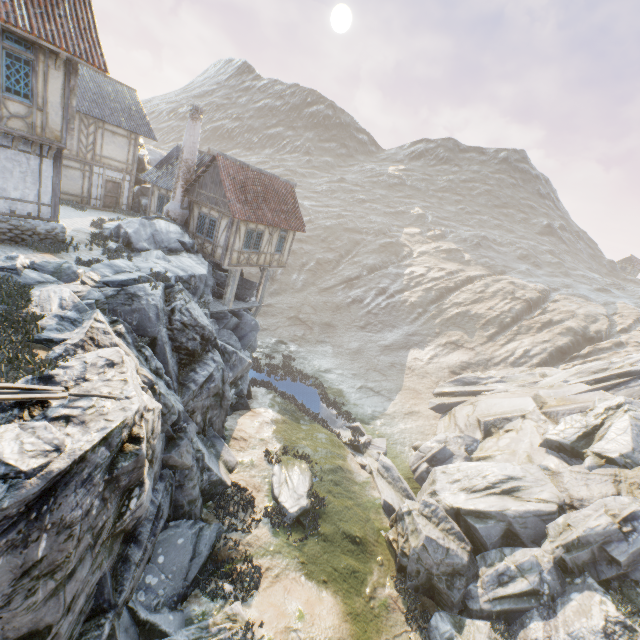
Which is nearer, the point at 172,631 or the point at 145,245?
the point at 172,631

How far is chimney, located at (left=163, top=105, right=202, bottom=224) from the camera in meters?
18.9 m

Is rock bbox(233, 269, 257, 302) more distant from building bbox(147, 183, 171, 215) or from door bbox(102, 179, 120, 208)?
door bbox(102, 179, 120, 208)

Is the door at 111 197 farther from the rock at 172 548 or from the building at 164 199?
the rock at 172 548

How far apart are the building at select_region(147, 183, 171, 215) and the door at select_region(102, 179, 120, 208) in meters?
2.9 m

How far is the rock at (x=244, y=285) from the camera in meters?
23.7 m

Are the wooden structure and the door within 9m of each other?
no

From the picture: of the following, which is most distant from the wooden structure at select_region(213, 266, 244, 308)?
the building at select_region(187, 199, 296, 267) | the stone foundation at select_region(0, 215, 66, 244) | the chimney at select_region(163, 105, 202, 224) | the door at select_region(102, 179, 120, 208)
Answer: the door at select_region(102, 179, 120, 208)
